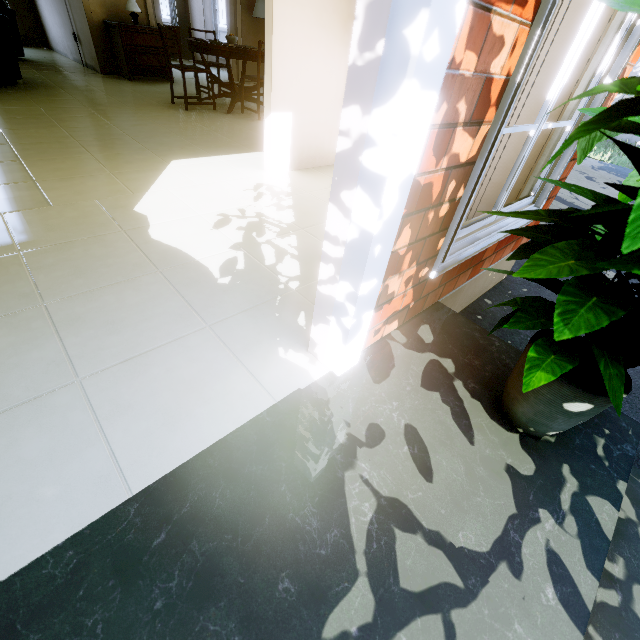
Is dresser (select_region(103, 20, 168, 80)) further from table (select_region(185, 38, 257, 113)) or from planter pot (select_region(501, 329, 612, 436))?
planter pot (select_region(501, 329, 612, 436))

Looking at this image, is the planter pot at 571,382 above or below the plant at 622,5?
below

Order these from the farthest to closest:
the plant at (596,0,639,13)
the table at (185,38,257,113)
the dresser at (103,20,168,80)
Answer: the dresser at (103,20,168,80), the table at (185,38,257,113), the plant at (596,0,639,13)

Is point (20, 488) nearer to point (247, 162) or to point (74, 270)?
point (74, 270)

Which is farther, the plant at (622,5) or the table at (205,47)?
the table at (205,47)

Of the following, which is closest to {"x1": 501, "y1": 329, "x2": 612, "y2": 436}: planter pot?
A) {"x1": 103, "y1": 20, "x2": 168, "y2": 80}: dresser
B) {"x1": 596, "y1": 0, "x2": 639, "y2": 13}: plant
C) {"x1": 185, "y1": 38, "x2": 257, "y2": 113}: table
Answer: {"x1": 596, "y1": 0, "x2": 639, "y2": 13}: plant

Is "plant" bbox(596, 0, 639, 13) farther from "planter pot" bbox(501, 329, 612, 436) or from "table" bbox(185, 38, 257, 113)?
"table" bbox(185, 38, 257, 113)

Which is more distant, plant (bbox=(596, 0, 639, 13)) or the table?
the table
